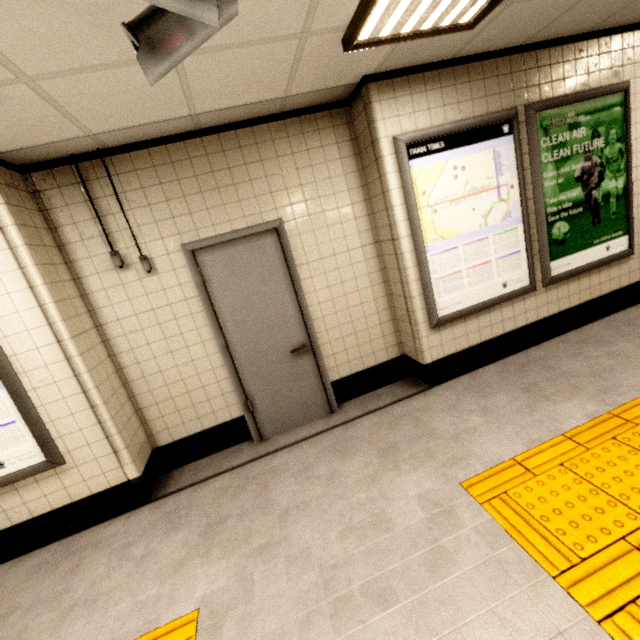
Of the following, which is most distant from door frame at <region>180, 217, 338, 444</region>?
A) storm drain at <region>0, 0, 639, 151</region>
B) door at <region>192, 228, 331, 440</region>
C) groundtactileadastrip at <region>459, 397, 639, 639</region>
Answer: groundtactileadastrip at <region>459, 397, 639, 639</region>

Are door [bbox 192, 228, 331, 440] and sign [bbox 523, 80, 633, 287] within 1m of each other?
no

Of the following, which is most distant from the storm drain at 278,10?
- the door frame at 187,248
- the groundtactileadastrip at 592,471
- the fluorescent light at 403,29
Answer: the groundtactileadastrip at 592,471

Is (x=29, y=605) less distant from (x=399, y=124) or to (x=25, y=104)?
(x=25, y=104)

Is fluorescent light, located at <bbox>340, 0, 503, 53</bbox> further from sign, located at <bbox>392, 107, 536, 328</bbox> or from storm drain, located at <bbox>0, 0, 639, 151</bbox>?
sign, located at <bbox>392, 107, 536, 328</bbox>

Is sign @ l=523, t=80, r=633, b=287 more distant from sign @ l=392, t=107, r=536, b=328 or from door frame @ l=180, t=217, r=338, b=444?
door frame @ l=180, t=217, r=338, b=444

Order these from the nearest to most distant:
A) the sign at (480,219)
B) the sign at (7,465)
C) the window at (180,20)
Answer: the window at (180,20)
the sign at (7,465)
the sign at (480,219)

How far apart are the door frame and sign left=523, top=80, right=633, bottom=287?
2.48m
